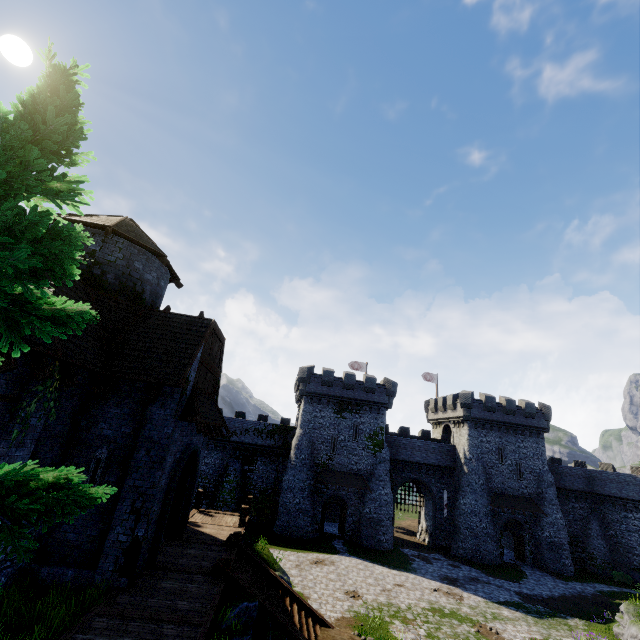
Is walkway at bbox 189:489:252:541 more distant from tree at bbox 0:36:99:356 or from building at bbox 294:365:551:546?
building at bbox 294:365:551:546

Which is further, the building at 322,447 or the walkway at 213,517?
the building at 322,447

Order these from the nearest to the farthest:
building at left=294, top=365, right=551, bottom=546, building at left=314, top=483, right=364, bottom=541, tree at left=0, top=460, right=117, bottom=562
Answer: tree at left=0, top=460, right=117, bottom=562 < building at left=314, top=483, right=364, bottom=541 < building at left=294, top=365, right=551, bottom=546

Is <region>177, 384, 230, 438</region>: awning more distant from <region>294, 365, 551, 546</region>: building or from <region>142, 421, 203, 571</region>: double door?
<region>294, 365, 551, 546</region>: building

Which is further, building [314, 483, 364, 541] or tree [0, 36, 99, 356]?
building [314, 483, 364, 541]

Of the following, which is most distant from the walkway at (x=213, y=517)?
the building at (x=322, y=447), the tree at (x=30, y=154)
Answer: the building at (x=322, y=447)

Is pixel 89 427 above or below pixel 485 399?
below

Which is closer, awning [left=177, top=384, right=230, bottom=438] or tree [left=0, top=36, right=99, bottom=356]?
tree [left=0, top=36, right=99, bottom=356]
